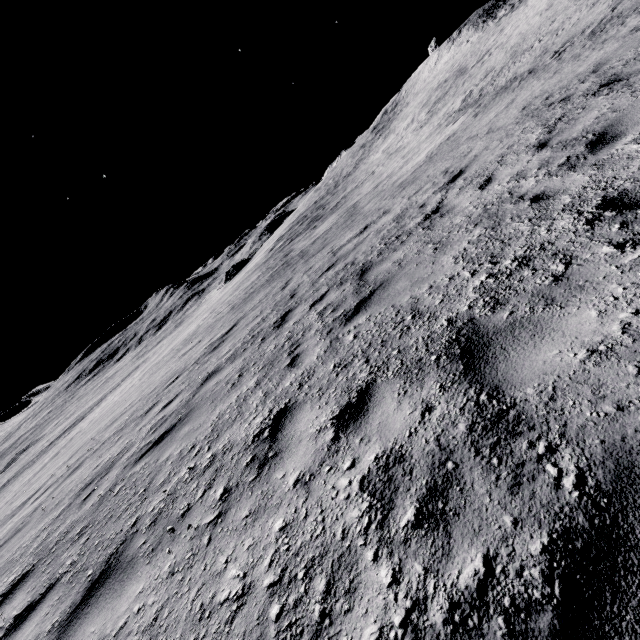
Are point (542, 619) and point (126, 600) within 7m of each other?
yes
